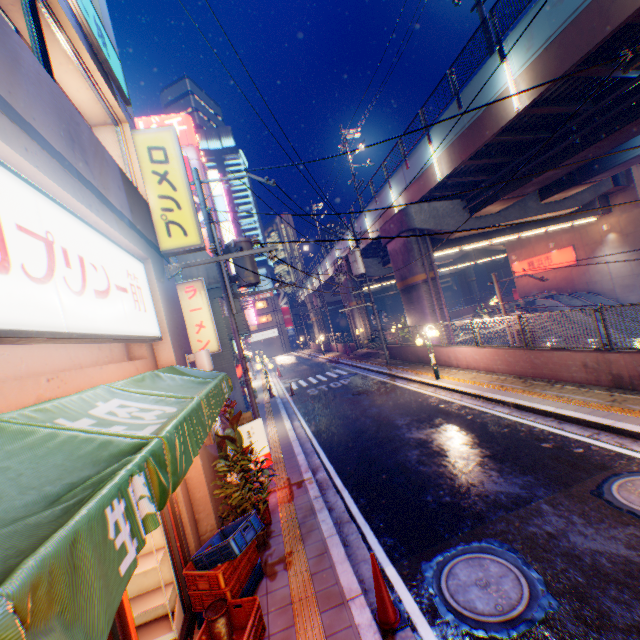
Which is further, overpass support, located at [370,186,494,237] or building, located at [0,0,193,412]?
overpass support, located at [370,186,494,237]

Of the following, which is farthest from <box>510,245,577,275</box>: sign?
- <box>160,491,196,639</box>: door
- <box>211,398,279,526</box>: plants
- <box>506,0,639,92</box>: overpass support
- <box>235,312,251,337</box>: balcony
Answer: <box>160,491,196,639</box>: door

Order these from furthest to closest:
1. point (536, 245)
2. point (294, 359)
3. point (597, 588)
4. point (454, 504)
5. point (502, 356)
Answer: point (294, 359), point (536, 245), point (502, 356), point (454, 504), point (597, 588)

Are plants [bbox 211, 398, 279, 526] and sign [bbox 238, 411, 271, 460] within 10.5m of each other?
yes

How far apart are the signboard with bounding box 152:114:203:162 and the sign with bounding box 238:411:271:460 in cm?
4143

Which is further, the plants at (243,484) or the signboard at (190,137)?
the signboard at (190,137)

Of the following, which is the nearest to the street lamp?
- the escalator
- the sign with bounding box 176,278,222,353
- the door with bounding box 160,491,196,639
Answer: the door with bounding box 160,491,196,639

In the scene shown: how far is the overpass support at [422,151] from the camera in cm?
1716
